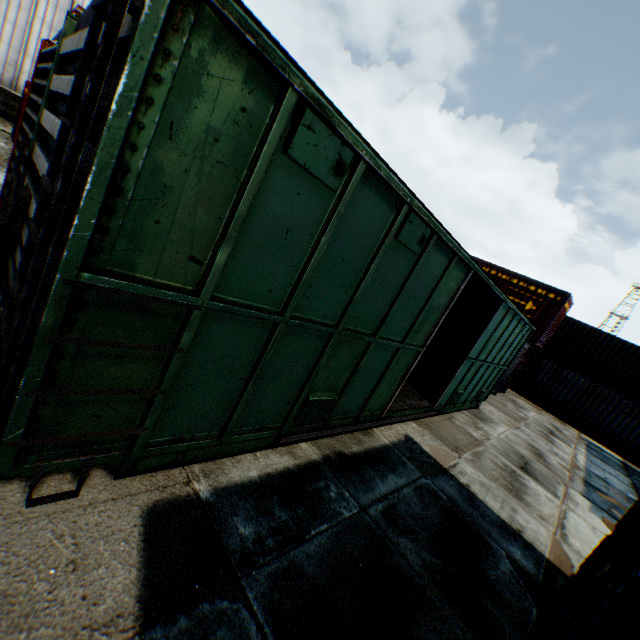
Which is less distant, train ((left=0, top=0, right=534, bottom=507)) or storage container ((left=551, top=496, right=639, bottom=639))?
train ((left=0, top=0, right=534, bottom=507))

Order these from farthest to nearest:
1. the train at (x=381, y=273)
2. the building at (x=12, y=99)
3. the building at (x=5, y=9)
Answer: the building at (x=12, y=99) < the building at (x=5, y=9) < the train at (x=381, y=273)

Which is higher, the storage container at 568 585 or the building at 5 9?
the building at 5 9

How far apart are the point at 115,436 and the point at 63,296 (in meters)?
1.30

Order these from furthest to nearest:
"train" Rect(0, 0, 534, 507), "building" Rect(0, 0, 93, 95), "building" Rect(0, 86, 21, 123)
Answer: "building" Rect(0, 86, 21, 123) < "building" Rect(0, 0, 93, 95) < "train" Rect(0, 0, 534, 507)

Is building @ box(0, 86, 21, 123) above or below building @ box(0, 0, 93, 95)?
below

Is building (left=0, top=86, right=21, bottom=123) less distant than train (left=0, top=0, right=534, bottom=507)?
No

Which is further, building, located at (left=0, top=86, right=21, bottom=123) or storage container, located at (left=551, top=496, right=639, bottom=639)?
building, located at (left=0, top=86, right=21, bottom=123)
